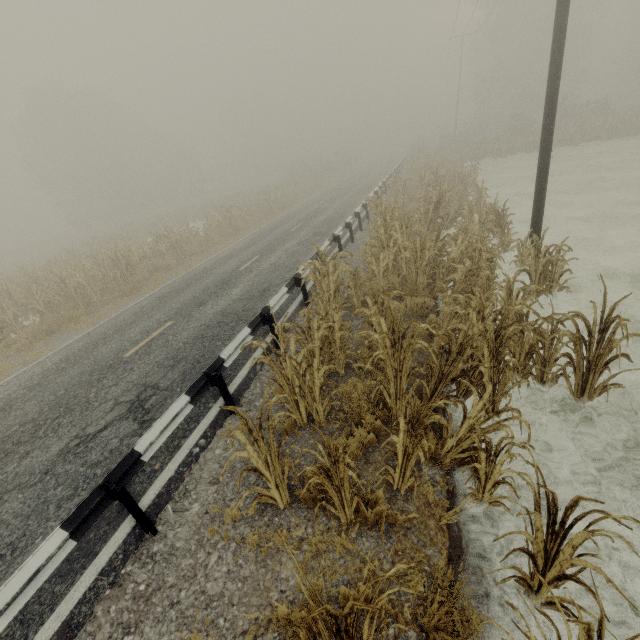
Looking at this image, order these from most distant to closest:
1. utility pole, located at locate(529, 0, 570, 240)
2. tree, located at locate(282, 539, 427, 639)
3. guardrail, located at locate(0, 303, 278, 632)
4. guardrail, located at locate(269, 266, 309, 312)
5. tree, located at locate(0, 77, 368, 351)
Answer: tree, located at locate(0, 77, 368, 351), guardrail, located at locate(269, 266, 309, 312), utility pole, located at locate(529, 0, 570, 240), guardrail, located at locate(0, 303, 278, 632), tree, located at locate(282, 539, 427, 639)

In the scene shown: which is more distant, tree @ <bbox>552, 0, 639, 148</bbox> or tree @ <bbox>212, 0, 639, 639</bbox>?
tree @ <bbox>552, 0, 639, 148</bbox>

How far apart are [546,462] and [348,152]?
61.87m

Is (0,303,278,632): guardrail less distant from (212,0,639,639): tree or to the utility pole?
(212,0,639,639): tree

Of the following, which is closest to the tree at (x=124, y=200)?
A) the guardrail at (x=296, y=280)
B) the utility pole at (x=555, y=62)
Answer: the utility pole at (x=555, y=62)

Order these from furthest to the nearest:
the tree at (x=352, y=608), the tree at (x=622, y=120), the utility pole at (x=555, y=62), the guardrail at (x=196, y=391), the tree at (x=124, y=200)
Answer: the tree at (x=622, y=120), the tree at (x=124, y=200), the utility pole at (x=555, y=62), the guardrail at (x=196, y=391), the tree at (x=352, y=608)

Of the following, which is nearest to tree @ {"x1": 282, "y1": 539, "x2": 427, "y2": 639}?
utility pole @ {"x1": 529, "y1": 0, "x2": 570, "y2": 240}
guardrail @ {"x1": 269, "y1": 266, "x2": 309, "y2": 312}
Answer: utility pole @ {"x1": 529, "y1": 0, "x2": 570, "y2": 240}
